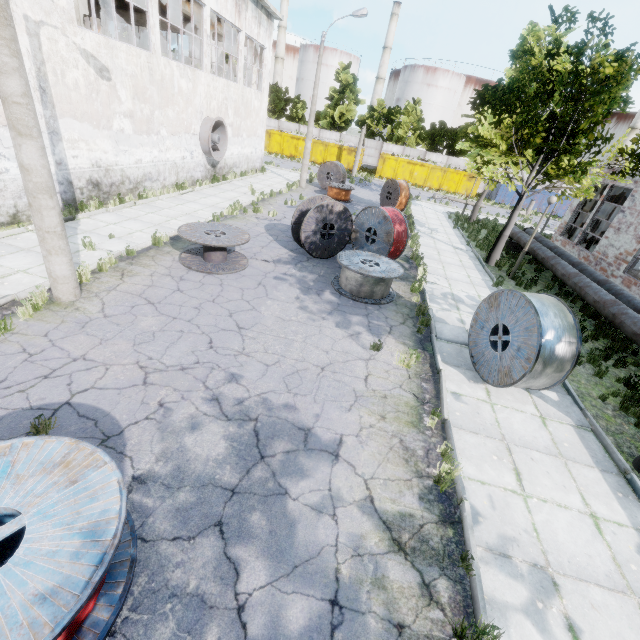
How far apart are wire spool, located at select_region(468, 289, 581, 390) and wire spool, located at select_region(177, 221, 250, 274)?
6.5m

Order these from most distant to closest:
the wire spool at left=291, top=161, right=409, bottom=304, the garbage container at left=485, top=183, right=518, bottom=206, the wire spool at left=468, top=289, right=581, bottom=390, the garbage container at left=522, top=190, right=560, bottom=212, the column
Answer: the garbage container at left=485, top=183, right=518, bottom=206
the garbage container at left=522, top=190, right=560, bottom=212
the column
the wire spool at left=291, top=161, right=409, bottom=304
the wire spool at left=468, top=289, right=581, bottom=390

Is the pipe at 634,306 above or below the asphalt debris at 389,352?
above

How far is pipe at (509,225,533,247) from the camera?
16.08m

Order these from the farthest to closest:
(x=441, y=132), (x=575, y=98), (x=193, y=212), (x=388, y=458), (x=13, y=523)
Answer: (x=441, y=132) < (x=193, y=212) < (x=575, y=98) < (x=388, y=458) < (x=13, y=523)

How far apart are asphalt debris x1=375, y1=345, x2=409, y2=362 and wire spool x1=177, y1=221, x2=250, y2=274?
5.0 meters

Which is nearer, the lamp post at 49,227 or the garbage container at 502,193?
the lamp post at 49,227

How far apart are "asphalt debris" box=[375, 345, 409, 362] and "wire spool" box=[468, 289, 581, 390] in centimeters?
115cm
